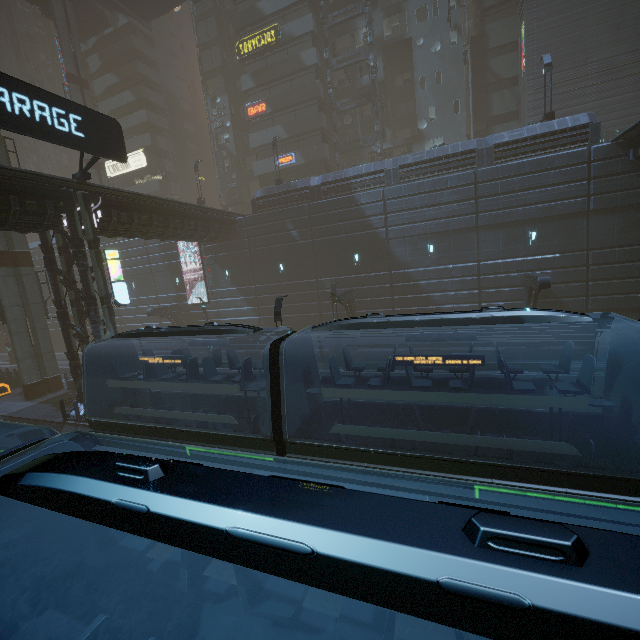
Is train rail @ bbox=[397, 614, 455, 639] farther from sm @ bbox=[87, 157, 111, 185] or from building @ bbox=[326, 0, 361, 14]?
sm @ bbox=[87, 157, 111, 185]

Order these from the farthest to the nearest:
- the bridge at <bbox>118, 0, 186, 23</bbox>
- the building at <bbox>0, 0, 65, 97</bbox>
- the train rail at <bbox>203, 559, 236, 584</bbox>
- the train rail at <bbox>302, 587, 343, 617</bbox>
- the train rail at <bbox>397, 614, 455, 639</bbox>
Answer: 1. the building at <bbox>0, 0, 65, 97</bbox>
2. the bridge at <bbox>118, 0, 186, 23</bbox>
3. the train rail at <bbox>203, 559, 236, 584</bbox>
4. the train rail at <bbox>302, 587, 343, 617</bbox>
5. the train rail at <bbox>397, 614, 455, 639</bbox>

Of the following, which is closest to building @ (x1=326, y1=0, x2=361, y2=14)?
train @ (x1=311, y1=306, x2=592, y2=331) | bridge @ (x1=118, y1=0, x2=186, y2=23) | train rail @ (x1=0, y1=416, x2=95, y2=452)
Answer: train rail @ (x1=0, y1=416, x2=95, y2=452)

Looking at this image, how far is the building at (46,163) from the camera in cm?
5588

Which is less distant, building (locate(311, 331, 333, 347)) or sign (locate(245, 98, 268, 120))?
building (locate(311, 331, 333, 347))

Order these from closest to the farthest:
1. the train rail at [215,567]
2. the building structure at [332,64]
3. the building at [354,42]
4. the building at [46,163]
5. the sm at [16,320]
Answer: the train rail at [215,567]
the sm at [16,320]
the building structure at [332,64]
the building at [354,42]
the building at [46,163]

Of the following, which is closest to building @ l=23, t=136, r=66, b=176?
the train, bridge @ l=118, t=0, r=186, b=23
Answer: bridge @ l=118, t=0, r=186, b=23

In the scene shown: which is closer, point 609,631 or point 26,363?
point 609,631
